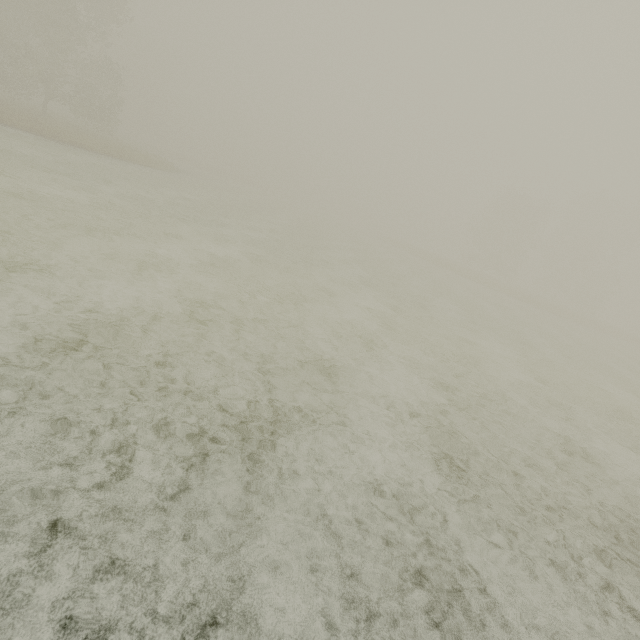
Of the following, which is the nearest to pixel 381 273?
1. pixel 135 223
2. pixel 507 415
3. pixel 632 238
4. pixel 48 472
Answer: pixel 135 223
